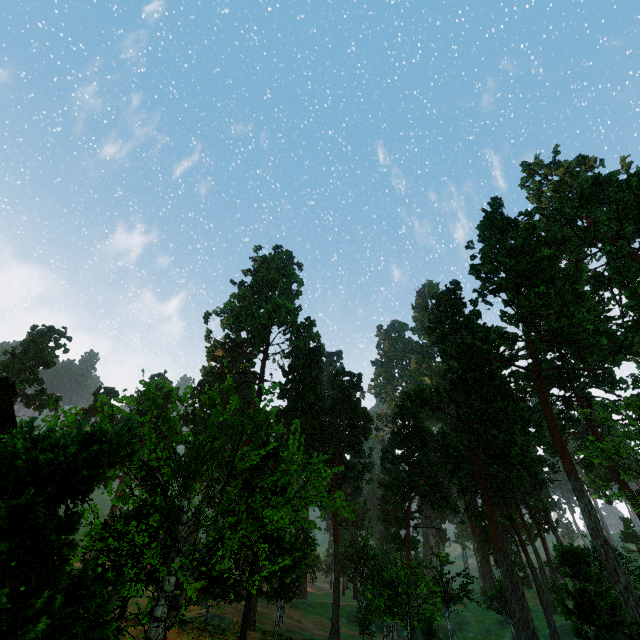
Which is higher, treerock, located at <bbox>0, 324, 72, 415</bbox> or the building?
treerock, located at <bbox>0, 324, 72, 415</bbox>

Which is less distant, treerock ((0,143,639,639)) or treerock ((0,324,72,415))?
treerock ((0,143,639,639))

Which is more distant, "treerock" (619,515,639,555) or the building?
"treerock" (619,515,639,555)

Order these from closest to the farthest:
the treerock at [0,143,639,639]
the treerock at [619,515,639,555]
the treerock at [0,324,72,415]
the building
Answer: the treerock at [0,143,639,639] < the building < the treerock at [0,324,72,415] < the treerock at [619,515,639,555]

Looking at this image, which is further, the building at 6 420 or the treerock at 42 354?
the treerock at 42 354

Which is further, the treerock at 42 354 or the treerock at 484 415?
the treerock at 42 354

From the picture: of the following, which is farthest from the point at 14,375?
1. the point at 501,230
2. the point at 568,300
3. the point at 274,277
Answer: the point at 568,300
